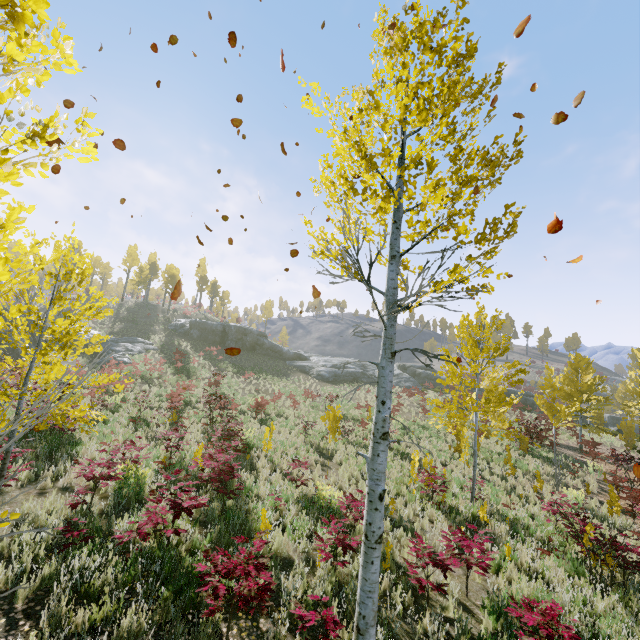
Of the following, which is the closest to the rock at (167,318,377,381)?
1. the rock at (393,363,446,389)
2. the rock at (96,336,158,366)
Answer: the rock at (96,336,158,366)

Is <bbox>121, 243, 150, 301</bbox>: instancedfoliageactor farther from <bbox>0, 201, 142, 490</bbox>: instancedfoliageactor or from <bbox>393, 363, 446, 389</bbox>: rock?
<bbox>0, 201, 142, 490</bbox>: instancedfoliageactor

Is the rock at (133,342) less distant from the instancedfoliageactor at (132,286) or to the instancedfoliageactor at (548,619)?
the instancedfoliageactor at (548,619)

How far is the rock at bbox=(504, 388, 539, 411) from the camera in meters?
37.4

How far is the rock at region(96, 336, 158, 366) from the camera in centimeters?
2527cm

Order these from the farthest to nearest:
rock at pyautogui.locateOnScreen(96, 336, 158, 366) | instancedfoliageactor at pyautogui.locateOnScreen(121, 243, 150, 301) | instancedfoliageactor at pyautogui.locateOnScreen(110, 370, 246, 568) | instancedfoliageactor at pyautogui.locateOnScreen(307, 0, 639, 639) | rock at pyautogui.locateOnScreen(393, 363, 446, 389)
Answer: instancedfoliageactor at pyautogui.locateOnScreen(121, 243, 150, 301) → rock at pyautogui.locateOnScreen(393, 363, 446, 389) → rock at pyautogui.locateOnScreen(96, 336, 158, 366) → instancedfoliageactor at pyautogui.locateOnScreen(110, 370, 246, 568) → instancedfoliageactor at pyautogui.locateOnScreen(307, 0, 639, 639)

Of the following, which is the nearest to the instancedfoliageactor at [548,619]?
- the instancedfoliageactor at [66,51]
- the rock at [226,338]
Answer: the instancedfoliageactor at [66,51]

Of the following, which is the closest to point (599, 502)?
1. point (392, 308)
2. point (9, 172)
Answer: point (392, 308)
